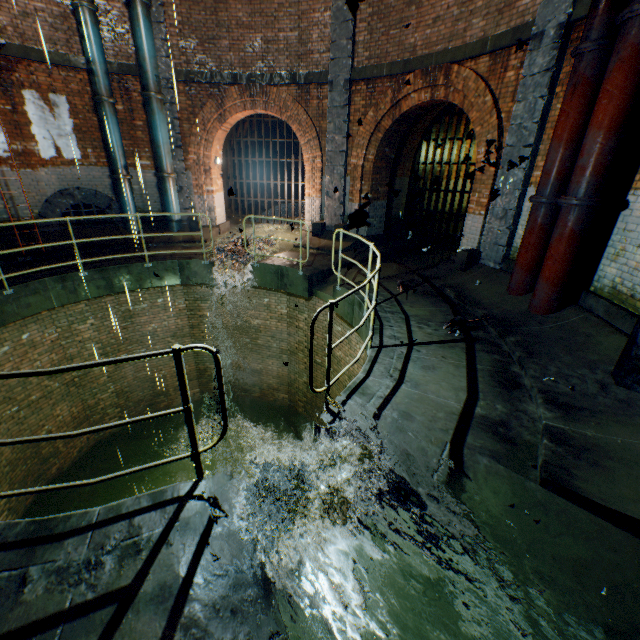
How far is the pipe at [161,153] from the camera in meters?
9.5 m

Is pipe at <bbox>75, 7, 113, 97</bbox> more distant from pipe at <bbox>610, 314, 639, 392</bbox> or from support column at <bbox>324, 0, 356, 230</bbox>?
pipe at <bbox>610, 314, 639, 392</bbox>

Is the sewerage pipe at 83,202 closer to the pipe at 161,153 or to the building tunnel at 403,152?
the pipe at 161,153

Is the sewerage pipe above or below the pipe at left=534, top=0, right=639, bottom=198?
below

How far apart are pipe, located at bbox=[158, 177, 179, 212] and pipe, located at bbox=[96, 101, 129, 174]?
0.79m

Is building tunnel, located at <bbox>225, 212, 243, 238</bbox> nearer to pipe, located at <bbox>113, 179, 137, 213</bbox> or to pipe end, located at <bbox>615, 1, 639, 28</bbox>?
pipe, located at <bbox>113, 179, 137, 213</bbox>

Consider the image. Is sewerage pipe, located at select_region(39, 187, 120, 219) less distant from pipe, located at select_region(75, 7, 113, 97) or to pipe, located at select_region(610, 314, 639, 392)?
pipe, located at select_region(75, 7, 113, 97)

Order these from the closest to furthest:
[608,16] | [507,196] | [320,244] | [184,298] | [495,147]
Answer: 1. [495,147]
2. [608,16]
3. [507,196]
4. [184,298]
5. [320,244]
